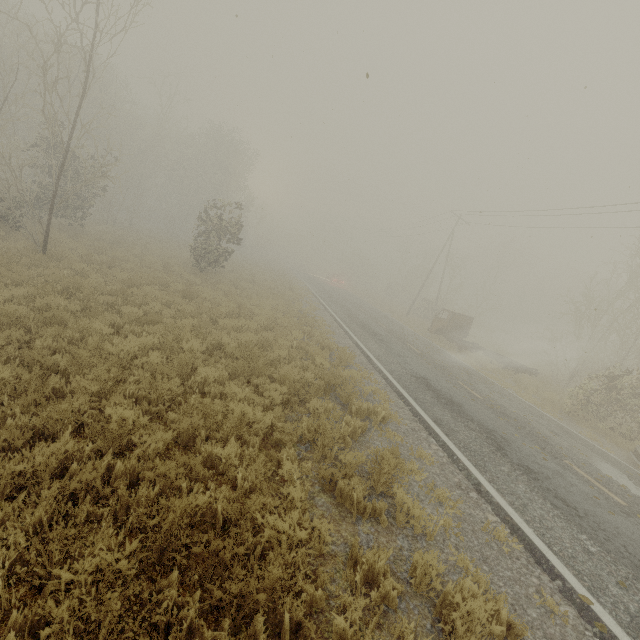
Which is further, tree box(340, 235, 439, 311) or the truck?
tree box(340, 235, 439, 311)

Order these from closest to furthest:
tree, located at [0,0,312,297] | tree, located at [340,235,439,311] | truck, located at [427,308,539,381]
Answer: tree, located at [0,0,312,297]
truck, located at [427,308,539,381]
tree, located at [340,235,439,311]

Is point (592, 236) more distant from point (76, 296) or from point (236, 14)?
point (76, 296)

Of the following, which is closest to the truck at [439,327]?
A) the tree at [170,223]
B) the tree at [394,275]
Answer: the tree at [170,223]

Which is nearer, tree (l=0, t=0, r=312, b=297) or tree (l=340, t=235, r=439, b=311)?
tree (l=0, t=0, r=312, b=297)

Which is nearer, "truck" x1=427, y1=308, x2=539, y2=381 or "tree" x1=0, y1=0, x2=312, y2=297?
"tree" x1=0, y1=0, x2=312, y2=297

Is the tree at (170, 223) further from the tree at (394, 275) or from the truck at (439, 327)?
the tree at (394, 275)

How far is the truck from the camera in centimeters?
2019cm
